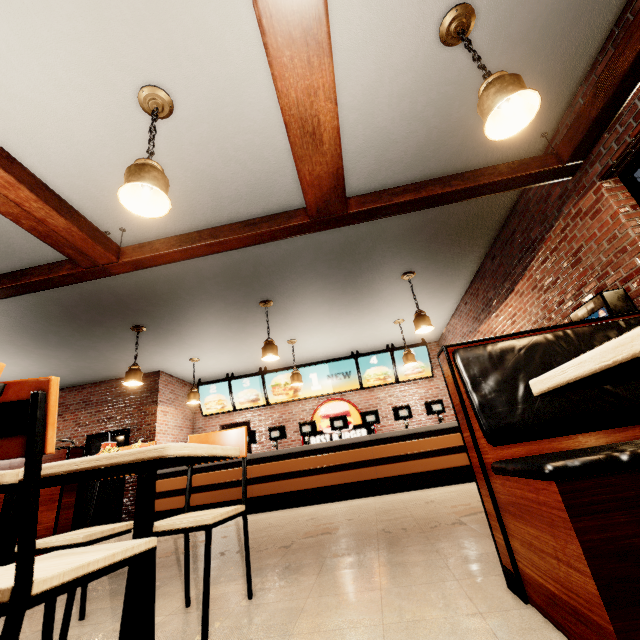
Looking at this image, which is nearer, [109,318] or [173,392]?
[109,318]
